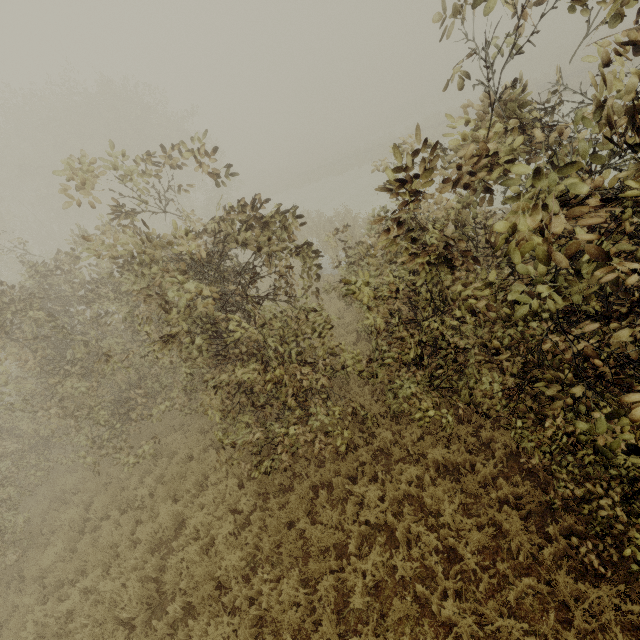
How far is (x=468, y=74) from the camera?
2.66m
